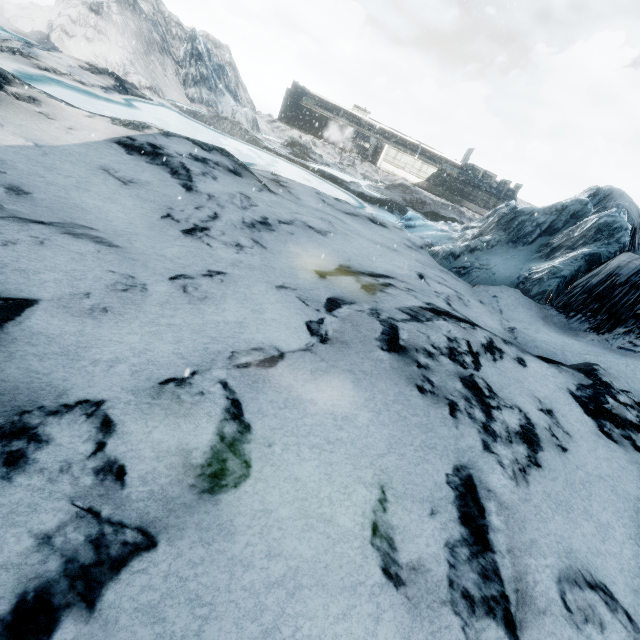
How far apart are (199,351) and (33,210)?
3.65m
